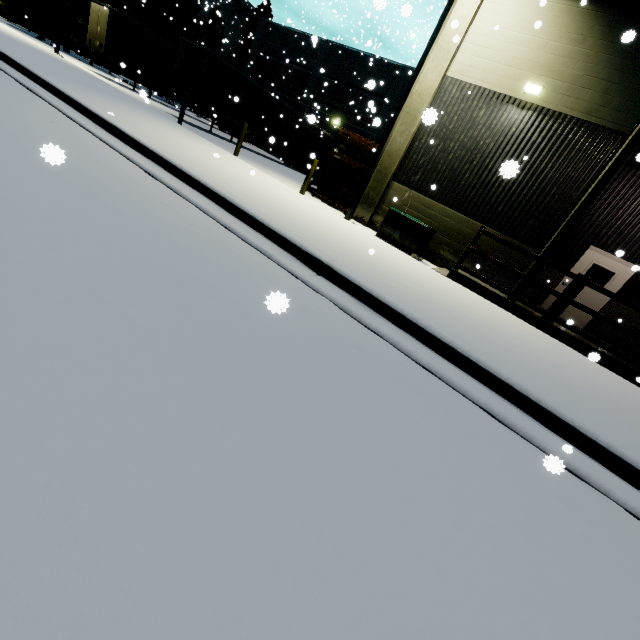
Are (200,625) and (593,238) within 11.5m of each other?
no

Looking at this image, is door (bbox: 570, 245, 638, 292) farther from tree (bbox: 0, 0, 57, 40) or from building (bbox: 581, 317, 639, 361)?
tree (bbox: 0, 0, 57, 40)

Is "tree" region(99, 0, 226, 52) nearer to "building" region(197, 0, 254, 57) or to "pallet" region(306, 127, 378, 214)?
"building" region(197, 0, 254, 57)

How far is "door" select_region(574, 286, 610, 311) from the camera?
10.9m

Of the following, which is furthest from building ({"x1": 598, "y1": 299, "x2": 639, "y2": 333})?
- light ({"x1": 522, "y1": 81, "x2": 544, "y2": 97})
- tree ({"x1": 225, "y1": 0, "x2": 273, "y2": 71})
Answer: light ({"x1": 522, "y1": 81, "x2": 544, "y2": 97})

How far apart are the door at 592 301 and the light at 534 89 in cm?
514

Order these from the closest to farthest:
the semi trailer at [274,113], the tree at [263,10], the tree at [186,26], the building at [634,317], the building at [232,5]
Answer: the building at [634,317], the semi trailer at [274,113], the tree at [186,26], the tree at [263,10], the building at [232,5]

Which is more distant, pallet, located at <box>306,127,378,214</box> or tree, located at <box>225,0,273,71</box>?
tree, located at <box>225,0,273,71</box>
